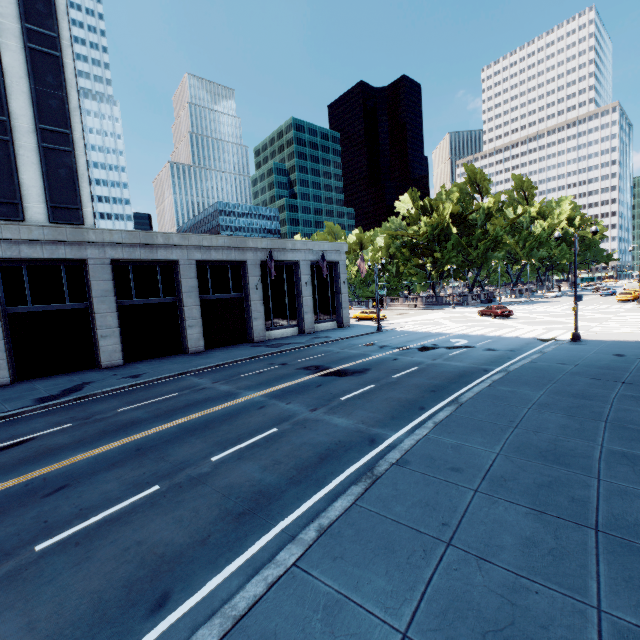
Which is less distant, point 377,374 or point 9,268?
point 377,374

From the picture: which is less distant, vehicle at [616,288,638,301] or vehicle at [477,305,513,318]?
vehicle at [477,305,513,318]

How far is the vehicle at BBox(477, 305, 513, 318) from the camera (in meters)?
35.84

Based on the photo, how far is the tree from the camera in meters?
55.6 m

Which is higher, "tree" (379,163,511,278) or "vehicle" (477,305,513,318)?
"tree" (379,163,511,278)

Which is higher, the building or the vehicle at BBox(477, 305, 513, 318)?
the building

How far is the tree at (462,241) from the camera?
55.6m

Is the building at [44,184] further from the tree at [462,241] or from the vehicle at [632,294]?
the vehicle at [632,294]
